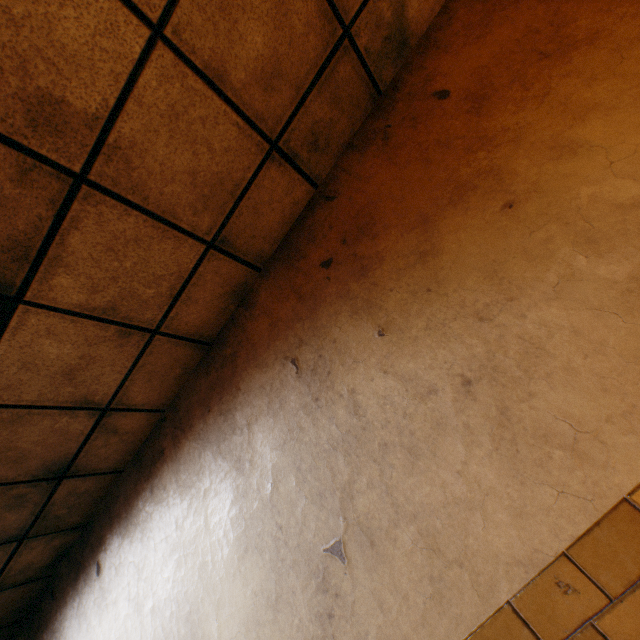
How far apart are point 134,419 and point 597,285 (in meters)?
2.78
